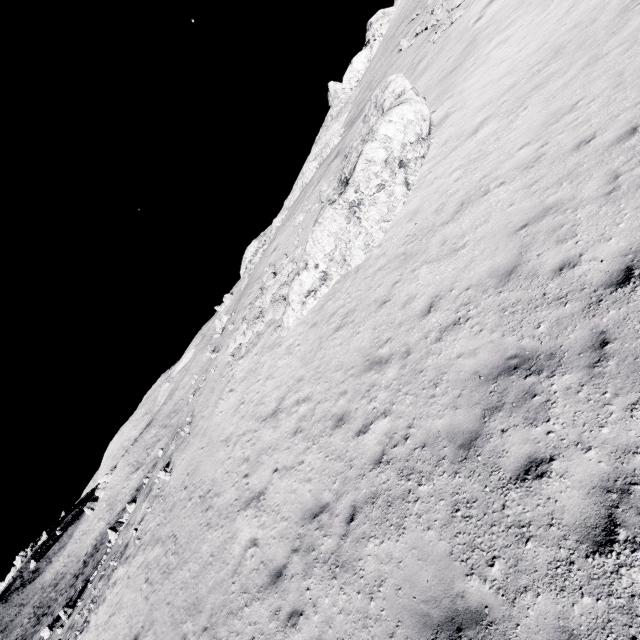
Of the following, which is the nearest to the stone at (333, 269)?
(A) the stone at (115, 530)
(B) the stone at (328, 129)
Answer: (B) the stone at (328, 129)

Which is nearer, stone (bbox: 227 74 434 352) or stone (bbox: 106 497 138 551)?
stone (bbox: 227 74 434 352)

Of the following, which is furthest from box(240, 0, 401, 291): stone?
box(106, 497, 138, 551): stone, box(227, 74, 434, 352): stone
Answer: box(106, 497, 138, 551): stone

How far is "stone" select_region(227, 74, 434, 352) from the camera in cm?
1324

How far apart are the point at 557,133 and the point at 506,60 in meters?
7.1

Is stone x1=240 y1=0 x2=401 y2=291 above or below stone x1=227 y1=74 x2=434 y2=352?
above

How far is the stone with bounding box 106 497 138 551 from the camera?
31.8m

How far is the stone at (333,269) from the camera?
13.24m
